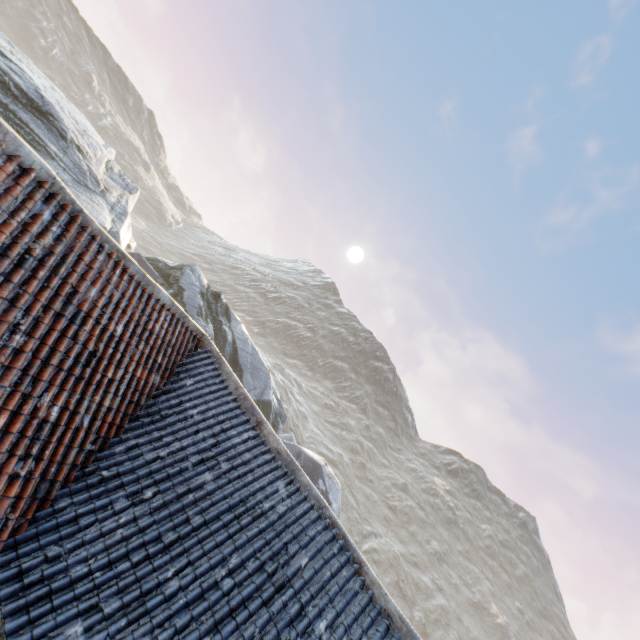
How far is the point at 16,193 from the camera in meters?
3.9
